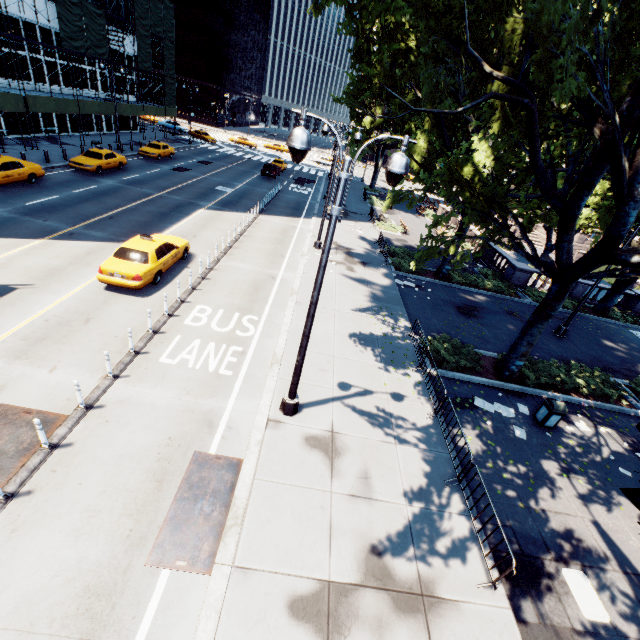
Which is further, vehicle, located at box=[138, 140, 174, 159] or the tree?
vehicle, located at box=[138, 140, 174, 159]

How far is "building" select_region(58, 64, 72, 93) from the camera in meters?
32.6 m

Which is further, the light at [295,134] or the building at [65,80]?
the building at [65,80]

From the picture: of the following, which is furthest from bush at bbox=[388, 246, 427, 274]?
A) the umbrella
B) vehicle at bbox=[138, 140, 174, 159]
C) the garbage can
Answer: vehicle at bbox=[138, 140, 174, 159]

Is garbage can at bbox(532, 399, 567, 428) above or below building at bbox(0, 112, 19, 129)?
below

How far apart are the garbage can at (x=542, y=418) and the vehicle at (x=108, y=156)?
32.4 meters

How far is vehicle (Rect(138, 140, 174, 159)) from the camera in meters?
33.6

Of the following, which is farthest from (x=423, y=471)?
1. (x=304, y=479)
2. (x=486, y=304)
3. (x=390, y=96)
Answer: (x=390, y=96)
